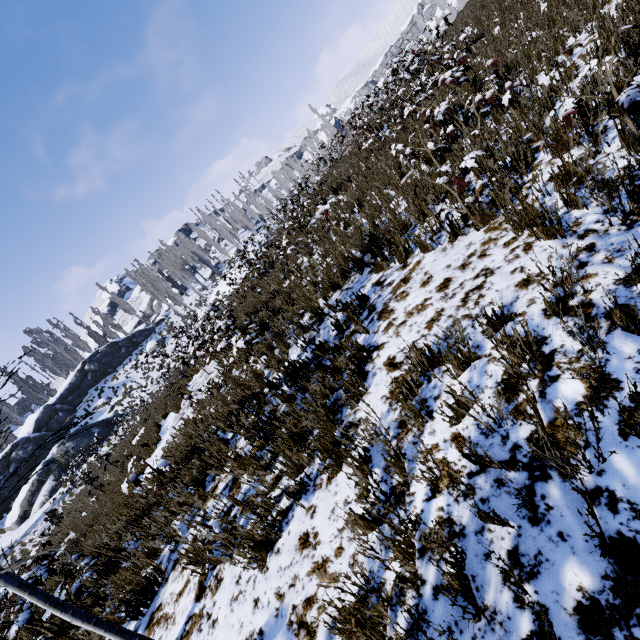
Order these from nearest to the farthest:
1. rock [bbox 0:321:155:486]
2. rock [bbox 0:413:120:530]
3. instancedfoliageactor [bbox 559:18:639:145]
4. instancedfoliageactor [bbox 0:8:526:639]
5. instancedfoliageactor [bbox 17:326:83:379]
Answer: instancedfoliageactor [bbox 559:18:639:145], instancedfoliageactor [bbox 0:8:526:639], rock [bbox 0:413:120:530], rock [bbox 0:321:155:486], instancedfoliageactor [bbox 17:326:83:379]

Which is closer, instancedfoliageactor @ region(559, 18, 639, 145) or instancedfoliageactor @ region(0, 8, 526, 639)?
instancedfoliageactor @ region(559, 18, 639, 145)

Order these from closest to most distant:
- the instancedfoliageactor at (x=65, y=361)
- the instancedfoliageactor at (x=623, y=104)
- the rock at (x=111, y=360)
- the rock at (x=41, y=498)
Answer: the instancedfoliageactor at (x=623, y=104) < the rock at (x=41, y=498) < the rock at (x=111, y=360) < the instancedfoliageactor at (x=65, y=361)

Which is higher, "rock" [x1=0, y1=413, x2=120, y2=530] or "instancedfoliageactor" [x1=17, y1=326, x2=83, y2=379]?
"instancedfoliageactor" [x1=17, y1=326, x2=83, y2=379]

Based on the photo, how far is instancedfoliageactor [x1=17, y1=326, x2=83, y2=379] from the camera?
41.9m

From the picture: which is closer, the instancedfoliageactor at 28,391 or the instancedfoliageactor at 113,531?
the instancedfoliageactor at 28,391

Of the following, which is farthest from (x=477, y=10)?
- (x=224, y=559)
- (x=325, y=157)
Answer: (x=224, y=559)
